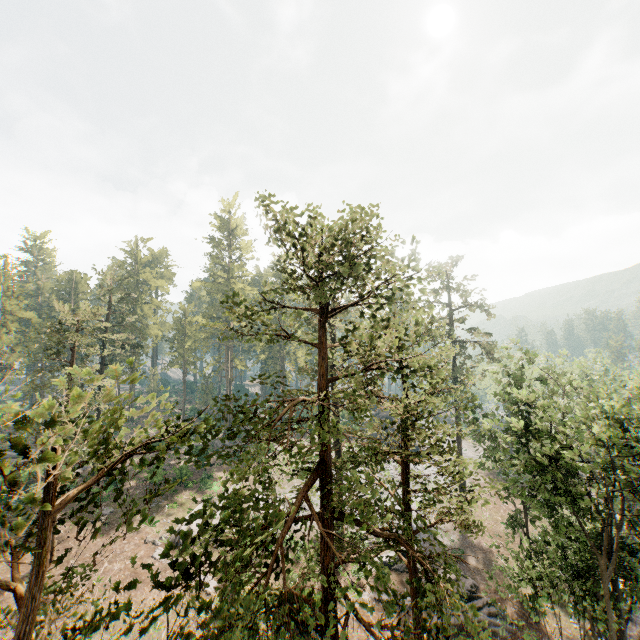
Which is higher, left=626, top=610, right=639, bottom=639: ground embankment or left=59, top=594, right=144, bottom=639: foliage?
left=59, top=594, right=144, bottom=639: foliage

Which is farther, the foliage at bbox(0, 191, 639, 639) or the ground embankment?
the ground embankment

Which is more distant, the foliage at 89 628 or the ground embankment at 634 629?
the ground embankment at 634 629

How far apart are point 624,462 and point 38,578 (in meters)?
23.44
